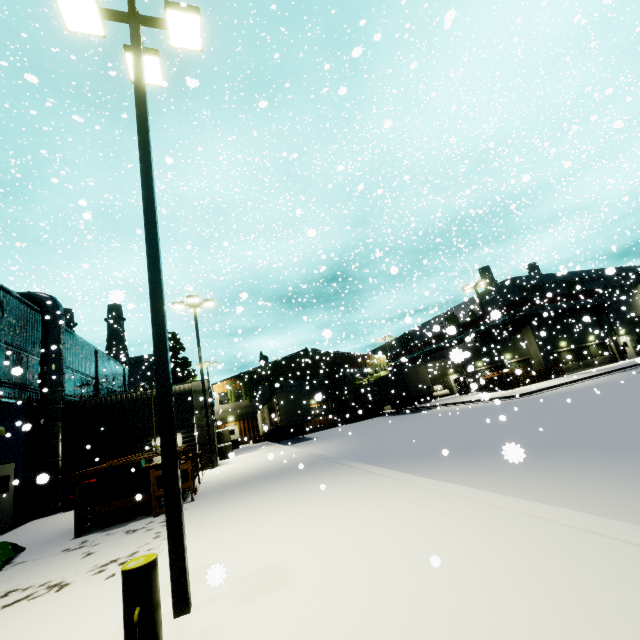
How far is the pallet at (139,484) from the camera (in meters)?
9.80

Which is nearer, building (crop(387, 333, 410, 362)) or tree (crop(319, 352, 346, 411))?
tree (crop(319, 352, 346, 411))

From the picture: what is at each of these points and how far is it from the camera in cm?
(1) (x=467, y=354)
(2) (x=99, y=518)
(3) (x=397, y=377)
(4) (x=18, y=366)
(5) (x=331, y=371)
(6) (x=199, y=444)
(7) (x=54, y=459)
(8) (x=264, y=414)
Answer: (1) building, 850
(2) pallet, 1010
(3) semi trailer, 3059
(4) building, 1531
(5) tree, 4362
(6) building, 1812
(7) vent duct, 1522
(8) semi trailer, 3278

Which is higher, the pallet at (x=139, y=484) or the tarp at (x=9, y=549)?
the pallet at (x=139, y=484)

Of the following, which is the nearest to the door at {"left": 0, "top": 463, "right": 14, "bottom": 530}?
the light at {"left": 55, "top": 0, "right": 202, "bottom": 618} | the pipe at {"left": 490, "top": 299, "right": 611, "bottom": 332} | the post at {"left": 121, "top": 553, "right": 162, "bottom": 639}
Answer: the light at {"left": 55, "top": 0, "right": 202, "bottom": 618}

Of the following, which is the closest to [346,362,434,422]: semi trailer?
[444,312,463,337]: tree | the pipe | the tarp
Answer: [444,312,463,337]: tree

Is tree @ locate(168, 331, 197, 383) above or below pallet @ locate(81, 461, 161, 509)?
above

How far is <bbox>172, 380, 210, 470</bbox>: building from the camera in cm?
1809
